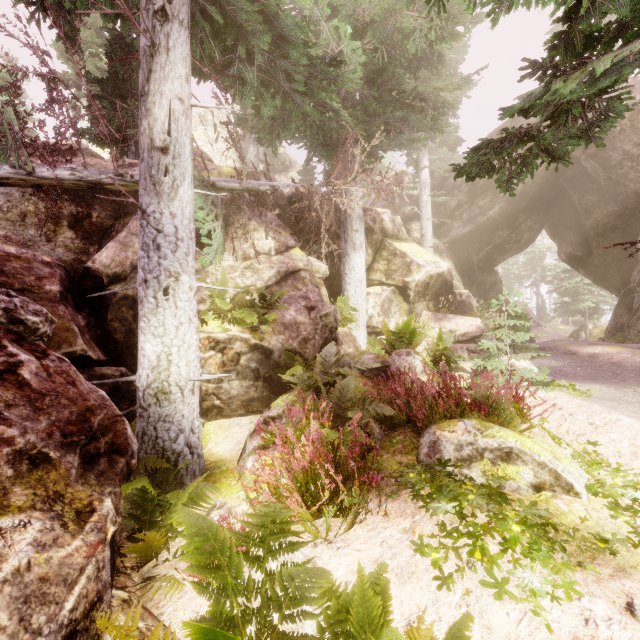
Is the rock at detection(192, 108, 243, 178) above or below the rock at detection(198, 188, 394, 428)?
above

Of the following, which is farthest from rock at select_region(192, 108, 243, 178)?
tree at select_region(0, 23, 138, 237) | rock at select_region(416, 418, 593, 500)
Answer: rock at select_region(416, 418, 593, 500)

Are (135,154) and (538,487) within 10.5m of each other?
no

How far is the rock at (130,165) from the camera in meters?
9.0 m

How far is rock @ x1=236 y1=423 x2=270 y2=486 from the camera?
4.8m

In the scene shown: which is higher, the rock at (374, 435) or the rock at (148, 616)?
the rock at (374, 435)

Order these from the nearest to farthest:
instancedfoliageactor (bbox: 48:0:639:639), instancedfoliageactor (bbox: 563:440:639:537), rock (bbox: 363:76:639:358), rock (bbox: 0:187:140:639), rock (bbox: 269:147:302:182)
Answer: rock (bbox: 0:187:140:639) < instancedfoliageactor (bbox: 48:0:639:639) < instancedfoliageactor (bbox: 563:440:639:537) < rock (bbox: 363:76:639:358) < rock (bbox: 269:147:302:182)
